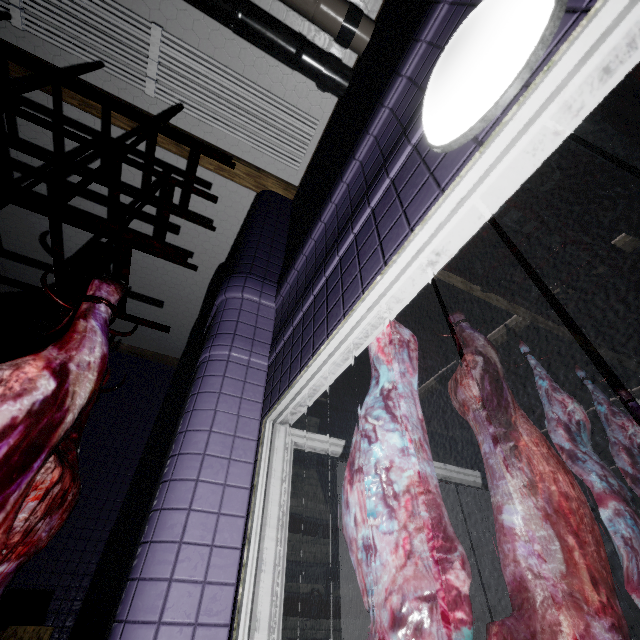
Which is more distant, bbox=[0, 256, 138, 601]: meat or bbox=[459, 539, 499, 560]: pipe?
bbox=[459, 539, 499, 560]: pipe

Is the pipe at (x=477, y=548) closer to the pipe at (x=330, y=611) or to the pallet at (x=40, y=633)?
the pipe at (x=330, y=611)

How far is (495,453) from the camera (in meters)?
1.45

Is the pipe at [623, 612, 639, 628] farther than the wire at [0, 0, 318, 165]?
Yes

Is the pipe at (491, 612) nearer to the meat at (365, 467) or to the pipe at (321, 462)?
the pipe at (321, 462)

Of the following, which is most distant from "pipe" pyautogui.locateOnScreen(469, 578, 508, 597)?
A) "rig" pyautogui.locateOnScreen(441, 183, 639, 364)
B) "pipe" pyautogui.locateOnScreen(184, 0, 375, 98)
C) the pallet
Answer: "pipe" pyautogui.locateOnScreen(184, 0, 375, 98)

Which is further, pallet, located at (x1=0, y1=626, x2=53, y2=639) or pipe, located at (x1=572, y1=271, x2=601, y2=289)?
pipe, located at (x1=572, y1=271, x2=601, y2=289)

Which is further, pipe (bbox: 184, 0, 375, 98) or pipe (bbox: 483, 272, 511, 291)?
pipe (bbox: 483, 272, 511, 291)
